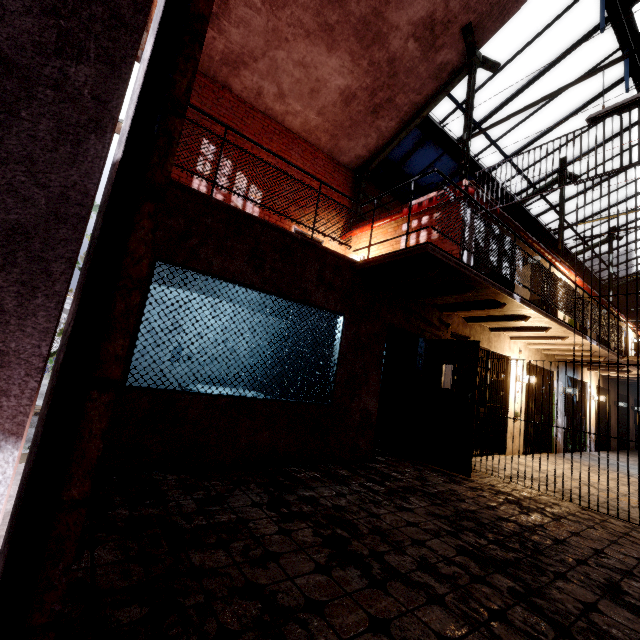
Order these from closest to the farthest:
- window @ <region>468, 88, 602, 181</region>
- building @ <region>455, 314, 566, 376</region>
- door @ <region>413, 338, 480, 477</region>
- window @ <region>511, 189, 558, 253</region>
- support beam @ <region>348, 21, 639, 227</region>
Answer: door @ <region>413, 338, 480, 477</region>
support beam @ <region>348, 21, 639, 227</region>
building @ <region>455, 314, 566, 376</region>
window @ <region>468, 88, 602, 181</region>
window @ <region>511, 189, 558, 253</region>

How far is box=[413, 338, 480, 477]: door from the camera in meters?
5.2

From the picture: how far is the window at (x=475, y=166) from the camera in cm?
918

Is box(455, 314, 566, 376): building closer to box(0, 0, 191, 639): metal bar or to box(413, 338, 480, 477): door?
box(413, 338, 480, 477): door

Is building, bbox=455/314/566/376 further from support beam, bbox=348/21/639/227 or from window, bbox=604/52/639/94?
window, bbox=604/52/639/94

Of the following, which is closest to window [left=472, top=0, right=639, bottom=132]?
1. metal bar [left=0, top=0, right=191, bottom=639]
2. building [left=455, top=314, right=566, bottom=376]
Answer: building [left=455, top=314, right=566, bottom=376]

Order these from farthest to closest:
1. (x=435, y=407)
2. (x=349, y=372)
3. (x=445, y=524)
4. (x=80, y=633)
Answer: (x=435, y=407)
(x=349, y=372)
(x=445, y=524)
(x=80, y=633)

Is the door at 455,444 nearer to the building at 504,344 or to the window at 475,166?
the building at 504,344
